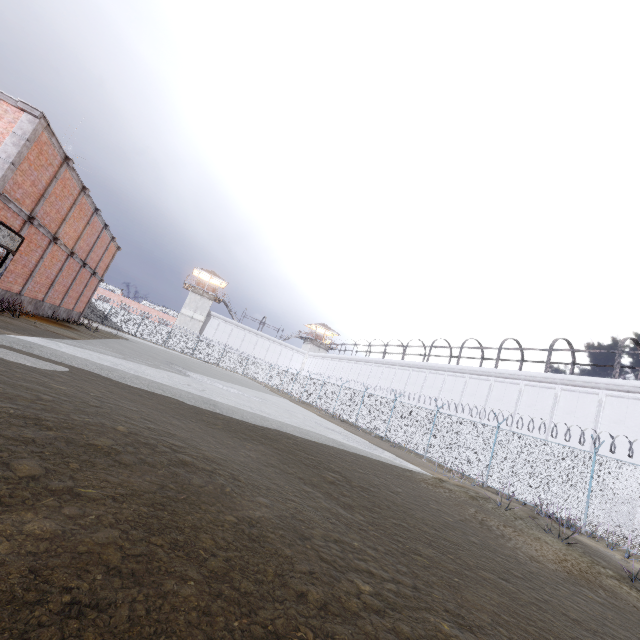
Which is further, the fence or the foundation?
the foundation

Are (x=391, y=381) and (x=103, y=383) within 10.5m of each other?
no

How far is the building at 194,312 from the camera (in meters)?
53.74

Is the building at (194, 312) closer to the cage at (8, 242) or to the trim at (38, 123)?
the trim at (38, 123)

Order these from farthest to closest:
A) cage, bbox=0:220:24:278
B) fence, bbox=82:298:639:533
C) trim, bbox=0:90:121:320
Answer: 1. fence, bbox=82:298:639:533
2. trim, bbox=0:90:121:320
3. cage, bbox=0:220:24:278

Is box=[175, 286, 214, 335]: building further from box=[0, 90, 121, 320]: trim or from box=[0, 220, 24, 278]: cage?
box=[0, 220, 24, 278]: cage

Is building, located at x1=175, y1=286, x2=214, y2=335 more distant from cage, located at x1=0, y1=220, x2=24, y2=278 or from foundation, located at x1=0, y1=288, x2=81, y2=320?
cage, located at x1=0, y1=220, x2=24, y2=278

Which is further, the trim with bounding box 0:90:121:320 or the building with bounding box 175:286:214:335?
the building with bounding box 175:286:214:335
